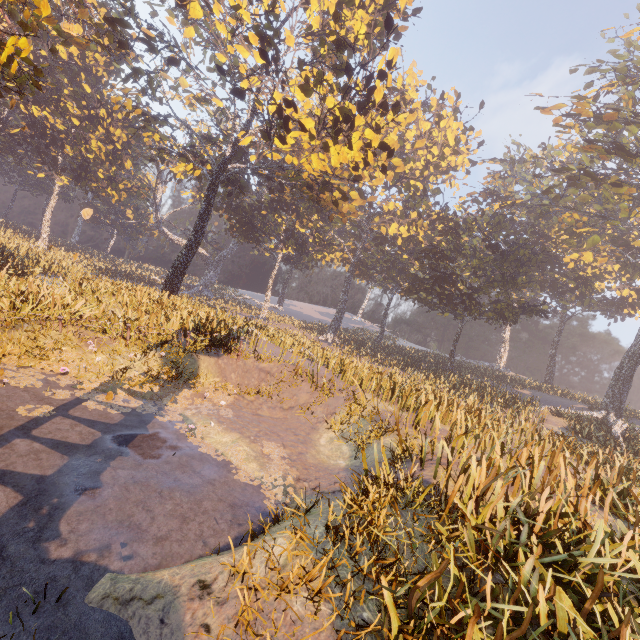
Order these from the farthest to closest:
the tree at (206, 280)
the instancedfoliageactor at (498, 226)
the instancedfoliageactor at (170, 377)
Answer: the tree at (206, 280), the instancedfoliageactor at (170, 377), the instancedfoliageactor at (498, 226)

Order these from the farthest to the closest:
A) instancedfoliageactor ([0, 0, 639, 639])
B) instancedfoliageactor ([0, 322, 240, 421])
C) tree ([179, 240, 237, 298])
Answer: tree ([179, 240, 237, 298])
instancedfoliageactor ([0, 322, 240, 421])
instancedfoliageactor ([0, 0, 639, 639])

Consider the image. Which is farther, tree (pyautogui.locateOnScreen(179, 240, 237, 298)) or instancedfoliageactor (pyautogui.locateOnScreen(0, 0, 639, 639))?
tree (pyautogui.locateOnScreen(179, 240, 237, 298))

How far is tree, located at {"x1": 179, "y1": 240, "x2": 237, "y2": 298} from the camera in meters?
55.8

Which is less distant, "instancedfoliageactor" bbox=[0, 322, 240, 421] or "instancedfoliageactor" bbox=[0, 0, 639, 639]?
"instancedfoliageactor" bbox=[0, 0, 639, 639]

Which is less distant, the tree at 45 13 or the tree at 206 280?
the tree at 45 13

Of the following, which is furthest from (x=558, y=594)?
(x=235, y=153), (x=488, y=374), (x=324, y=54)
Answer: (x=488, y=374)
